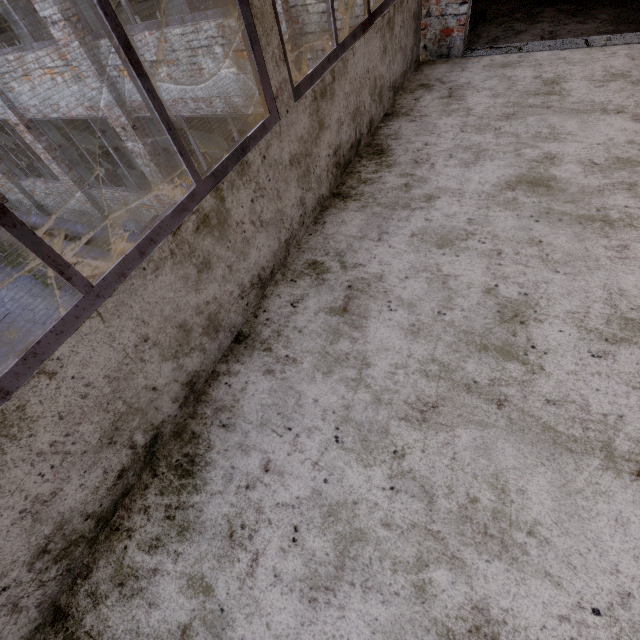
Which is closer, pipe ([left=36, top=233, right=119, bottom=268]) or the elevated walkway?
the elevated walkway

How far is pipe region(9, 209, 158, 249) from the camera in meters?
9.7 m

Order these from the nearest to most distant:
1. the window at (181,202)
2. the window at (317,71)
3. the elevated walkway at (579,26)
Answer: the window at (181,202), the window at (317,71), the elevated walkway at (579,26)

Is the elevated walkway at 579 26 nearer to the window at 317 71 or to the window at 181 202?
the window at 317 71

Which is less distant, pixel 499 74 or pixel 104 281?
pixel 104 281

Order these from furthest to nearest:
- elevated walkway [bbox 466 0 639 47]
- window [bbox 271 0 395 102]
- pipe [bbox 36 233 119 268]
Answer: pipe [bbox 36 233 119 268] → elevated walkway [bbox 466 0 639 47] → window [bbox 271 0 395 102]

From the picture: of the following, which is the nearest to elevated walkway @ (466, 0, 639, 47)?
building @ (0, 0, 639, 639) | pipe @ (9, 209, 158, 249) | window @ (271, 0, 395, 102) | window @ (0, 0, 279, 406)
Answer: building @ (0, 0, 639, 639)

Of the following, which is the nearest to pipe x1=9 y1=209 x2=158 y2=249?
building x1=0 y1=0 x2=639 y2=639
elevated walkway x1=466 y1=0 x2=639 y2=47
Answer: elevated walkway x1=466 y1=0 x2=639 y2=47
